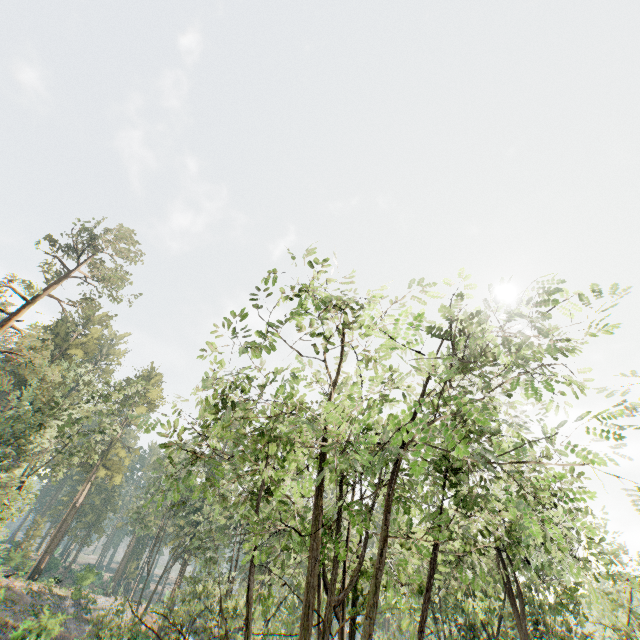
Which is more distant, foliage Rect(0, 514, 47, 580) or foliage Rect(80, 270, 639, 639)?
foliage Rect(0, 514, 47, 580)

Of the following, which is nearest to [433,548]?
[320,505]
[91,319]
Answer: [320,505]

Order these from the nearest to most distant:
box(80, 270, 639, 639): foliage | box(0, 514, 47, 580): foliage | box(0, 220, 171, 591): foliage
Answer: box(80, 270, 639, 639): foliage < box(0, 514, 47, 580): foliage < box(0, 220, 171, 591): foliage

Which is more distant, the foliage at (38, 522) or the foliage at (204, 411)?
the foliage at (38, 522)

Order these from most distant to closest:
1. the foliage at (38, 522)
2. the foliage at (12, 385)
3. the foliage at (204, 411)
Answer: the foliage at (12, 385) → the foliage at (38, 522) → the foliage at (204, 411)
